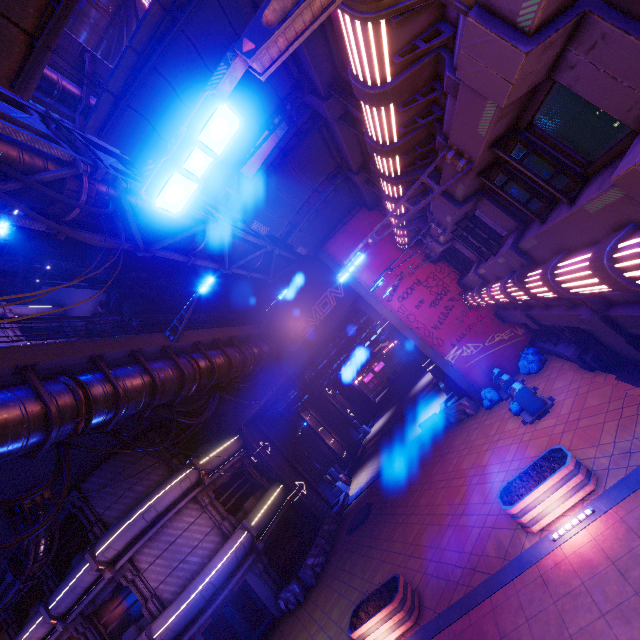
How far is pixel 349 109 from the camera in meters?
9.4

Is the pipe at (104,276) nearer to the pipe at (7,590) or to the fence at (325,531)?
the pipe at (7,590)

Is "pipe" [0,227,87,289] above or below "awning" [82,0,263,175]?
above

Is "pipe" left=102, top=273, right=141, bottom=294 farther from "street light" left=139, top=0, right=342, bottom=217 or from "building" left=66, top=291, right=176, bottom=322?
"street light" left=139, top=0, right=342, bottom=217

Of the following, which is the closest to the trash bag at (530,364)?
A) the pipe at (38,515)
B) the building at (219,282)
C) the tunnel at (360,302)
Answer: the tunnel at (360,302)

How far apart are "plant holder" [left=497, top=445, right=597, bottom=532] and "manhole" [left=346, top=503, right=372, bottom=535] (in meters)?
10.90

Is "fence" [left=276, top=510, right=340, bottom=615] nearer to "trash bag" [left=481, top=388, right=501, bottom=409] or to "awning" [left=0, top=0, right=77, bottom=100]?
"trash bag" [left=481, top=388, right=501, bottom=409]

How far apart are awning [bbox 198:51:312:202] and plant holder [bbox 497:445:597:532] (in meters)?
11.45
